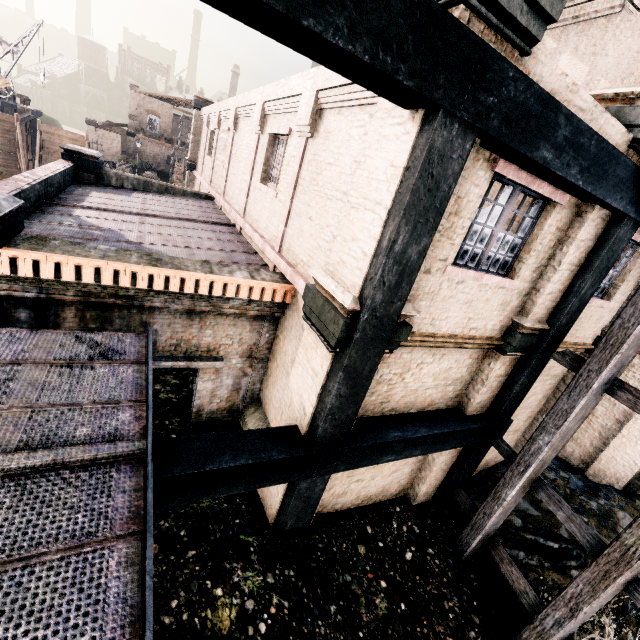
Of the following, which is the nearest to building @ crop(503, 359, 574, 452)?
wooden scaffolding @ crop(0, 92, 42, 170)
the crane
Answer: the crane

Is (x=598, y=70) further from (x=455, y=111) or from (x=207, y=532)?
(x=207, y=532)

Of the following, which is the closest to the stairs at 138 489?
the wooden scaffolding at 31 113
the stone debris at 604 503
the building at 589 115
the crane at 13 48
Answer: the building at 589 115

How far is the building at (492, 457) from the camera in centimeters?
1110cm

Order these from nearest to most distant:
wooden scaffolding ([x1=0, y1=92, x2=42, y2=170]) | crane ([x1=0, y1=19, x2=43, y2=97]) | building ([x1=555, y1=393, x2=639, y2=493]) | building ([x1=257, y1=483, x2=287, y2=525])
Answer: building ([x1=257, y1=483, x2=287, y2=525]) → building ([x1=555, y1=393, x2=639, y2=493]) → crane ([x1=0, y1=19, x2=43, y2=97]) → wooden scaffolding ([x1=0, y1=92, x2=42, y2=170])

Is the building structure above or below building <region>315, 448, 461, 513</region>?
above

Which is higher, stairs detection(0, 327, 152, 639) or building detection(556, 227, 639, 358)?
building detection(556, 227, 639, 358)

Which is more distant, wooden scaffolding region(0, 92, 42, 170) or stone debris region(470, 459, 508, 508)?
wooden scaffolding region(0, 92, 42, 170)
